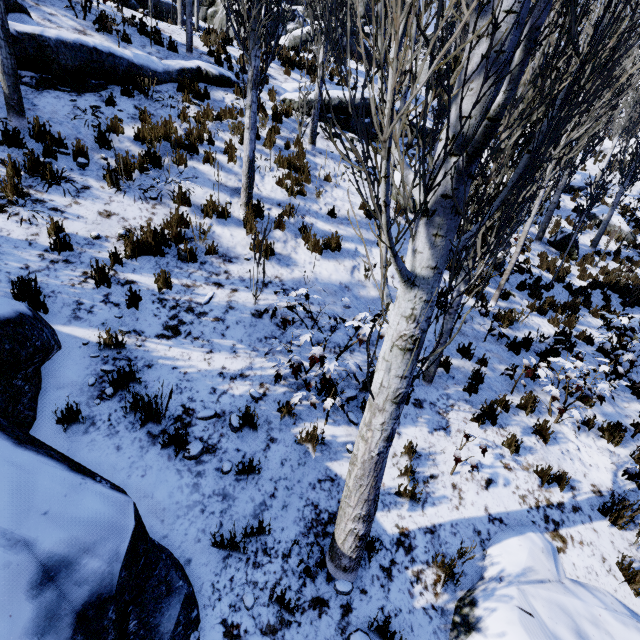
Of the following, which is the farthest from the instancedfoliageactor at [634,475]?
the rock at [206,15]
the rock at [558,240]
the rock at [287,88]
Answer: the rock at [206,15]

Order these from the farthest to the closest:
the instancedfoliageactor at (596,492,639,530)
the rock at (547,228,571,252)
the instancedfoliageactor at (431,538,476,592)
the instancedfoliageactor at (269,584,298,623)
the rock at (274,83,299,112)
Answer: the rock at (547,228,571,252)
the rock at (274,83,299,112)
the instancedfoliageactor at (596,492,639,530)
the instancedfoliageactor at (431,538,476,592)
the instancedfoliageactor at (269,584,298,623)

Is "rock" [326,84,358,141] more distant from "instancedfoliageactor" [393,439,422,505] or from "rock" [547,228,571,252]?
"rock" [547,228,571,252]

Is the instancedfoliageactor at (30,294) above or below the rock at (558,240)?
below

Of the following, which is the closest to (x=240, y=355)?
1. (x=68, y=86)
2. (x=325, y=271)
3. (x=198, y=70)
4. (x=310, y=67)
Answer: (x=325, y=271)

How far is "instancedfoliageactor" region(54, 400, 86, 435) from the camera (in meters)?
3.43

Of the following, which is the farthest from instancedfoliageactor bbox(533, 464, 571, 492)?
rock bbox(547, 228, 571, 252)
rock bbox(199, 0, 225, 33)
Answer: rock bbox(199, 0, 225, 33)
